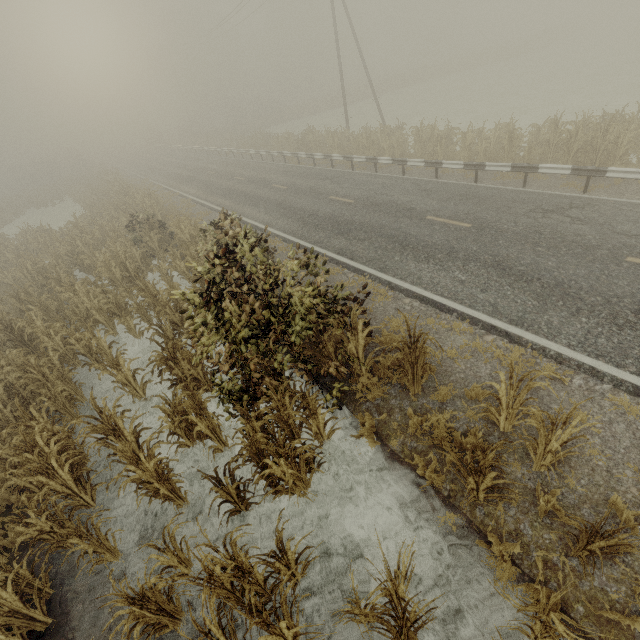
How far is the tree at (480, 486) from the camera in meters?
4.0 m

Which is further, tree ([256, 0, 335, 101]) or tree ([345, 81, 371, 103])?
tree ([256, 0, 335, 101])

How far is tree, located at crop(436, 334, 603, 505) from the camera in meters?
4.0 m

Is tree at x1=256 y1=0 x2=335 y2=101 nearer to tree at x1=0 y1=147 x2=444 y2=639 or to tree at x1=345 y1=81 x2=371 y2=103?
tree at x1=345 y1=81 x2=371 y2=103

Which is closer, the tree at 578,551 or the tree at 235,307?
the tree at 578,551

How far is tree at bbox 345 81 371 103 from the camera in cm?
4606

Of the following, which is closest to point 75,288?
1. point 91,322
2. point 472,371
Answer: point 91,322

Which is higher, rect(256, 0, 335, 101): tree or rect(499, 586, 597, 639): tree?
rect(256, 0, 335, 101): tree
